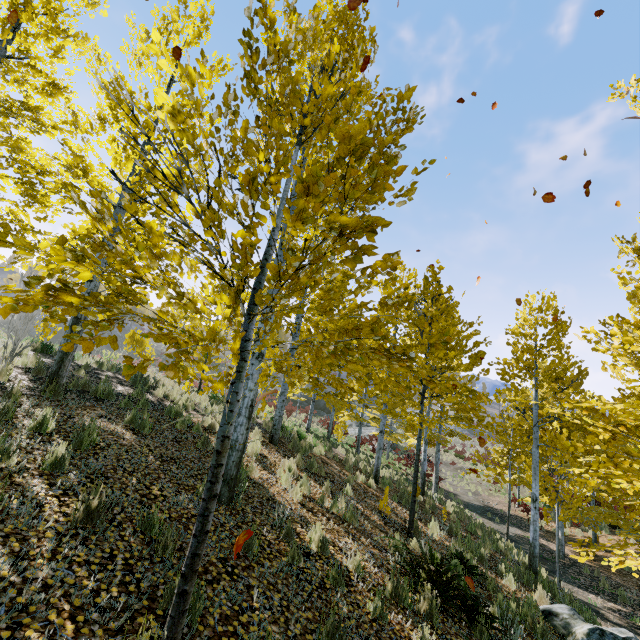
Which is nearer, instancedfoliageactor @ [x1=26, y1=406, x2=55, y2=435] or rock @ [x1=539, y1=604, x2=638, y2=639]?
instancedfoliageactor @ [x1=26, y1=406, x2=55, y2=435]

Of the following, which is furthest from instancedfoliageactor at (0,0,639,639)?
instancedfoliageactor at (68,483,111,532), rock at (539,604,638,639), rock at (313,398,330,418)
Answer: rock at (313,398,330,418)

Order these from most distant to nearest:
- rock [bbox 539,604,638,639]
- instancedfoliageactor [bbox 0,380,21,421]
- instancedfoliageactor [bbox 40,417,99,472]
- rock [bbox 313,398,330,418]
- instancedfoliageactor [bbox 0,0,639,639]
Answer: rock [bbox 313,398,330,418] → rock [bbox 539,604,638,639] → instancedfoliageactor [bbox 0,380,21,421] → instancedfoliageactor [bbox 40,417,99,472] → instancedfoliageactor [bbox 0,0,639,639]

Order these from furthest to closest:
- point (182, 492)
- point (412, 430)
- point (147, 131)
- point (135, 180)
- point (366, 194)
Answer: point (412, 430) → point (147, 131) → point (135, 180) → point (182, 492) → point (366, 194)

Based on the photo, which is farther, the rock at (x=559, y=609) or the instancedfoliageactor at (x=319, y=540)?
the rock at (x=559, y=609)

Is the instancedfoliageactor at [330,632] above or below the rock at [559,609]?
above

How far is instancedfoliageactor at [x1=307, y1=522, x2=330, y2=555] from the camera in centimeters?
487cm
